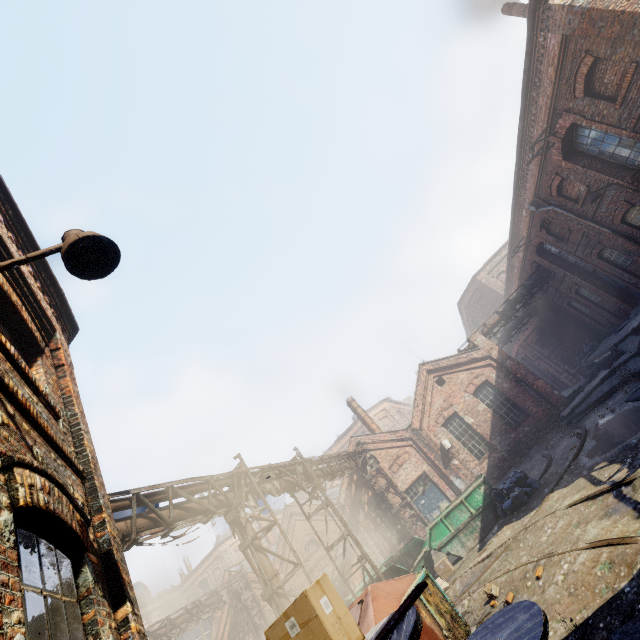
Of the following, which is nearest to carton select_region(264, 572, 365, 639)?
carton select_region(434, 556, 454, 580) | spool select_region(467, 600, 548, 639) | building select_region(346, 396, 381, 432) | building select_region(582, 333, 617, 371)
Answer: spool select_region(467, 600, 548, 639)

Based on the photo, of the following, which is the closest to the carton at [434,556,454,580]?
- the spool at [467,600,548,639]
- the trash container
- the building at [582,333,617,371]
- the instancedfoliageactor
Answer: the instancedfoliageactor

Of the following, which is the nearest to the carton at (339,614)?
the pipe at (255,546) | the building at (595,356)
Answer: the pipe at (255,546)

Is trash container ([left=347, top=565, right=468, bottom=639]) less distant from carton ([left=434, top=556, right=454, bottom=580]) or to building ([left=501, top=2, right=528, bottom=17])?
carton ([left=434, top=556, right=454, bottom=580])

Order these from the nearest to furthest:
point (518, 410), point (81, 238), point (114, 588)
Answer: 1. point (81, 238)
2. point (114, 588)
3. point (518, 410)

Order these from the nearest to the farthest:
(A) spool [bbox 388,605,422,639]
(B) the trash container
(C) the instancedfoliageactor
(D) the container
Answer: (A) spool [bbox 388,605,422,639]
(B) the trash container
(C) the instancedfoliageactor
(D) the container

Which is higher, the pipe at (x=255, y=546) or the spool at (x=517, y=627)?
the pipe at (x=255, y=546)

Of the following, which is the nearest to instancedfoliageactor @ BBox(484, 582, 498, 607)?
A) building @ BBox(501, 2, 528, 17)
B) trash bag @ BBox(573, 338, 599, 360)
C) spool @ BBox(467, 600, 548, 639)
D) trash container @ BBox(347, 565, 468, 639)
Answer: trash container @ BBox(347, 565, 468, 639)
